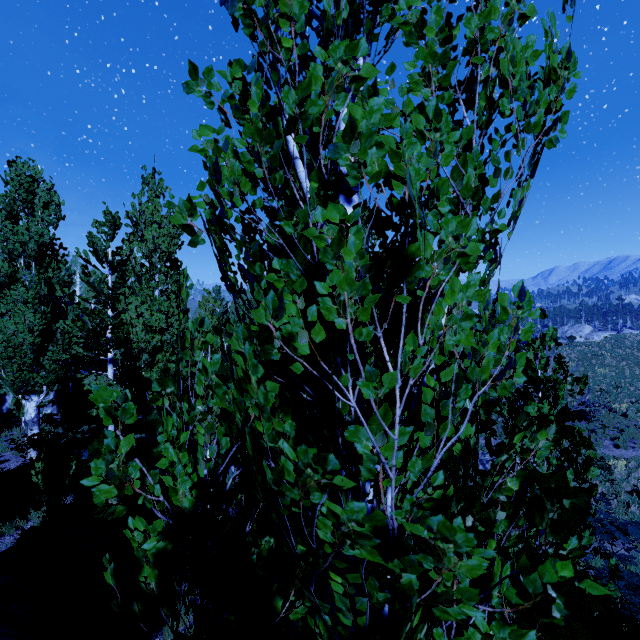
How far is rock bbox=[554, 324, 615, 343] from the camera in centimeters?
4406cm

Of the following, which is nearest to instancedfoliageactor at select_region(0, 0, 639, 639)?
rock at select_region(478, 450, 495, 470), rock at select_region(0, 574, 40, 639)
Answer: rock at select_region(0, 574, 40, 639)

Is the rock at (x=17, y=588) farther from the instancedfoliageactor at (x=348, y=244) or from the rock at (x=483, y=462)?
the rock at (x=483, y=462)

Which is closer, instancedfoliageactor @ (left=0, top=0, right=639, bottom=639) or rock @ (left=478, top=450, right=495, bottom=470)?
instancedfoliageactor @ (left=0, top=0, right=639, bottom=639)

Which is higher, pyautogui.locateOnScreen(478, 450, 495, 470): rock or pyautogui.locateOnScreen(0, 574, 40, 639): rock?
pyautogui.locateOnScreen(0, 574, 40, 639): rock

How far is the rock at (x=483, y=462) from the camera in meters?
15.8

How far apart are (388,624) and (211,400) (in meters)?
0.97

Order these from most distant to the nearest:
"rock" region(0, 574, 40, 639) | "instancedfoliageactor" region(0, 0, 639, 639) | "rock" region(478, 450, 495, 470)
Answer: "rock" region(478, 450, 495, 470) < "rock" region(0, 574, 40, 639) < "instancedfoliageactor" region(0, 0, 639, 639)
